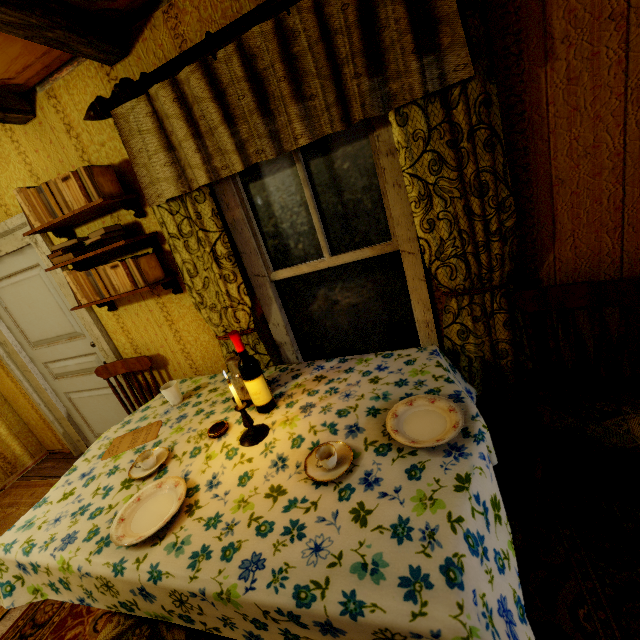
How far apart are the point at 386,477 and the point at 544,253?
1.3m

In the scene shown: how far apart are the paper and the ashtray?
0.4m

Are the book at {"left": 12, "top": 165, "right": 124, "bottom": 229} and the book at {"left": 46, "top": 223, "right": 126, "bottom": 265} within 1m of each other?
yes

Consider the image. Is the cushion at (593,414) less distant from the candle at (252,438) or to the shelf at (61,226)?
the candle at (252,438)

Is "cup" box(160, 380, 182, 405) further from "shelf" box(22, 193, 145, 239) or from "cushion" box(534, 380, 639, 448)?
"cushion" box(534, 380, 639, 448)

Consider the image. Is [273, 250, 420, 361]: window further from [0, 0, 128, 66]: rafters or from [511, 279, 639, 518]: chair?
[0, 0, 128, 66]: rafters

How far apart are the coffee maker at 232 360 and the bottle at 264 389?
0.09m

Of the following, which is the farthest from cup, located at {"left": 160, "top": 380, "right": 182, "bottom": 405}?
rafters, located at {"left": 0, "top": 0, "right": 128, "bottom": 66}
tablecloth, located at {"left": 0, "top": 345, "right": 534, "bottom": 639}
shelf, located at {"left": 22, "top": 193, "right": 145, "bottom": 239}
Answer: rafters, located at {"left": 0, "top": 0, "right": 128, "bottom": 66}
